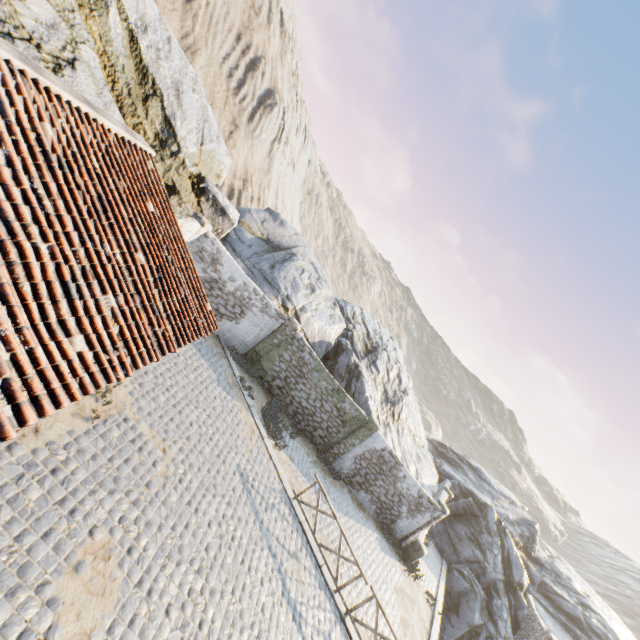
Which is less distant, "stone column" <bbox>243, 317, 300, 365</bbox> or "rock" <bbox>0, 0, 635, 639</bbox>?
"rock" <bbox>0, 0, 635, 639</bbox>

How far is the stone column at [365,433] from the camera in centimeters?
1565cm

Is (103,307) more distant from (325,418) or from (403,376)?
(403,376)

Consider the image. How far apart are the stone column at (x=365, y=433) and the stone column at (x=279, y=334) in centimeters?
545cm

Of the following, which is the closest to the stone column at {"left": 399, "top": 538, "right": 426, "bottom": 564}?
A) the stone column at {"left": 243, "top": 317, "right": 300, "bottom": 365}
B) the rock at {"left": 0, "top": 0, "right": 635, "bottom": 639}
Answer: the rock at {"left": 0, "top": 0, "right": 635, "bottom": 639}

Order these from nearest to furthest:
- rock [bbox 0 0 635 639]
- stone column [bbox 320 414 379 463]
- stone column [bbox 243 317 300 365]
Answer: rock [bbox 0 0 635 639], stone column [bbox 243 317 300 365], stone column [bbox 320 414 379 463]

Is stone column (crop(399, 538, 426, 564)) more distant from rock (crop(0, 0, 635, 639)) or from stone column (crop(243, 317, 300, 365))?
stone column (crop(243, 317, 300, 365))
